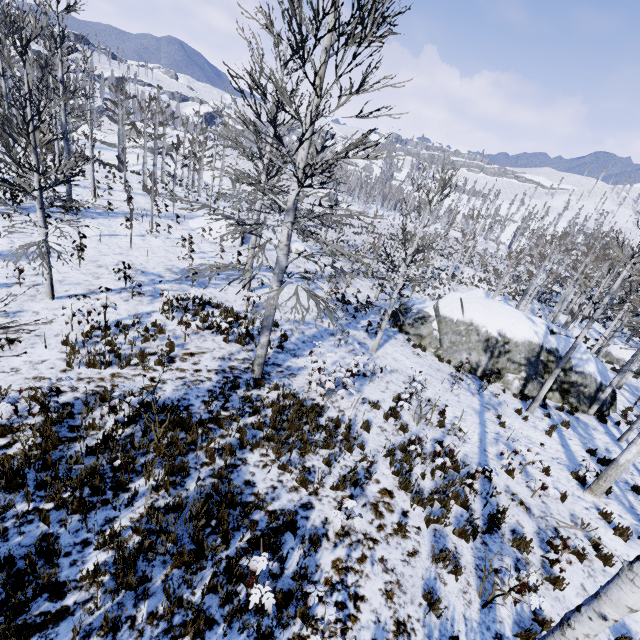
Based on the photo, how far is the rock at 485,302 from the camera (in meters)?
15.70

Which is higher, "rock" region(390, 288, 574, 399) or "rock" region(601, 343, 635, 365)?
"rock" region(390, 288, 574, 399)

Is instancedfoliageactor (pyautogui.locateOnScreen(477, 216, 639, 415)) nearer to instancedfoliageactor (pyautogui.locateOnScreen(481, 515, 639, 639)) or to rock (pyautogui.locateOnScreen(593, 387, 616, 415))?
instancedfoliageactor (pyautogui.locateOnScreen(481, 515, 639, 639))

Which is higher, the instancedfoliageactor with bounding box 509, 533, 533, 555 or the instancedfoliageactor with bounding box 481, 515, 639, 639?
the instancedfoliageactor with bounding box 481, 515, 639, 639

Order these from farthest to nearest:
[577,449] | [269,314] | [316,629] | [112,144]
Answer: [112,144], [577,449], [269,314], [316,629]

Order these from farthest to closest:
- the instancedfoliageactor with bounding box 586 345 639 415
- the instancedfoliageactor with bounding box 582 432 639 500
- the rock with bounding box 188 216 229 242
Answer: the rock with bounding box 188 216 229 242, the instancedfoliageactor with bounding box 586 345 639 415, the instancedfoliageactor with bounding box 582 432 639 500

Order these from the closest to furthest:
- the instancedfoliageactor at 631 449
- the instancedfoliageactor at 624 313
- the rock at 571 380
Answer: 1. the instancedfoliageactor at 631 449
2. the instancedfoliageactor at 624 313
3. the rock at 571 380

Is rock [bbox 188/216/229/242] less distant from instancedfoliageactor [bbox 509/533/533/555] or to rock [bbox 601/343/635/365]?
instancedfoliageactor [bbox 509/533/533/555]
